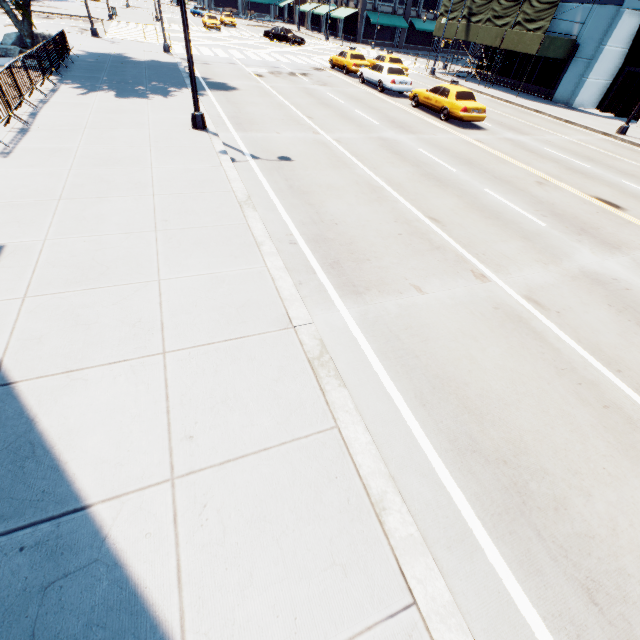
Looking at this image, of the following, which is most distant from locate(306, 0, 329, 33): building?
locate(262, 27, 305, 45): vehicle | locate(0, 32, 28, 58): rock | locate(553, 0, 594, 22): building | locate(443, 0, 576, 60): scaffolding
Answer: locate(0, 32, 28, 58): rock

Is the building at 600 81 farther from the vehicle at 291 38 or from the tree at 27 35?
the tree at 27 35

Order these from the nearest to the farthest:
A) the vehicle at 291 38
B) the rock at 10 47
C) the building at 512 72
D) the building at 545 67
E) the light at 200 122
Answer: the light at 200 122
the rock at 10 47
the building at 545 67
the building at 512 72
the vehicle at 291 38

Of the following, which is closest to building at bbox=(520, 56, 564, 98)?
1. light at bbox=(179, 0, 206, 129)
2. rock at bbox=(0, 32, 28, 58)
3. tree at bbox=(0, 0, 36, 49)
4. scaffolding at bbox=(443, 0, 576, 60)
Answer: scaffolding at bbox=(443, 0, 576, 60)

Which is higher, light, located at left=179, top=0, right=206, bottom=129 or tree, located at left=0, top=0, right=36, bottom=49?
tree, located at left=0, top=0, right=36, bottom=49

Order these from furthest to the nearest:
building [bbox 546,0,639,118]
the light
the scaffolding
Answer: the scaffolding → building [bbox 546,0,639,118] → the light

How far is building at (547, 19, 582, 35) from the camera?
25.0 meters

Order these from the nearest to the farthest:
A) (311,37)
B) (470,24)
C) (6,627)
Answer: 1. (6,627)
2. (470,24)
3. (311,37)
